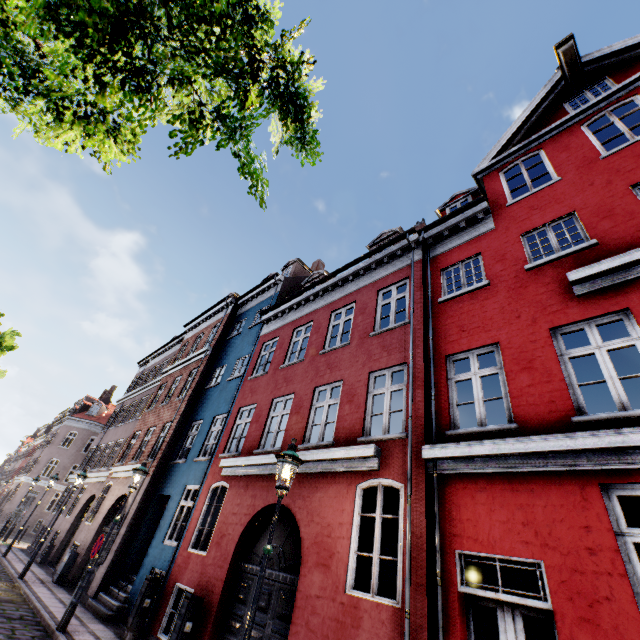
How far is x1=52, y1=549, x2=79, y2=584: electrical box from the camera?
12.8 meters

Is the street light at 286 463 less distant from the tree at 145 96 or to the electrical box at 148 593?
the tree at 145 96

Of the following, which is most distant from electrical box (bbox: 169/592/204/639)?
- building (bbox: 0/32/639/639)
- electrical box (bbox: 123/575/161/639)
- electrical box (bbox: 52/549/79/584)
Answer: electrical box (bbox: 52/549/79/584)

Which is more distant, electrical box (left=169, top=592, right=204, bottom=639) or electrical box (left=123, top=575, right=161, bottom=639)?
electrical box (left=123, top=575, right=161, bottom=639)

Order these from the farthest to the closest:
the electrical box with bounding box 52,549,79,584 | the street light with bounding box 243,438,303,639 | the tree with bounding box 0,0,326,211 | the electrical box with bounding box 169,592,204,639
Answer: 1. the electrical box with bounding box 52,549,79,584
2. the electrical box with bounding box 169,592,204,639
3. the street light with bounding box 243,438,303,639
4. the tree with bounding box 0,0,326,211

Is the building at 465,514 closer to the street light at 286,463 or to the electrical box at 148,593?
the electrical box at 148,593

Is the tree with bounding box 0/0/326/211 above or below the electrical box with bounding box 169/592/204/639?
above

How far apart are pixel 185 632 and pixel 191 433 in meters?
7.7
